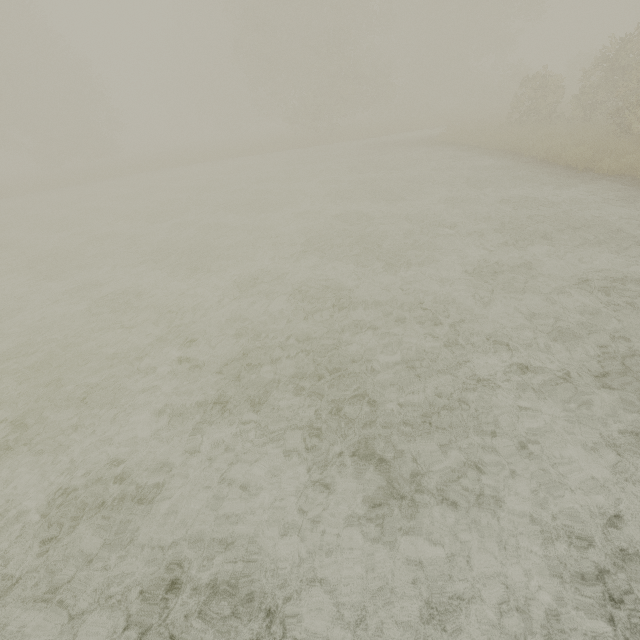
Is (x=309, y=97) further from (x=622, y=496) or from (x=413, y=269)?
(x=622, y=496)
